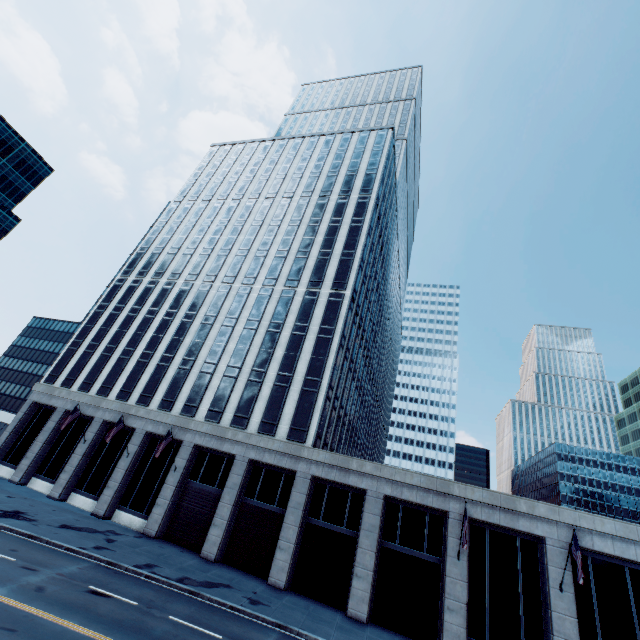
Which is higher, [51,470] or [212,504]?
[212,504]
